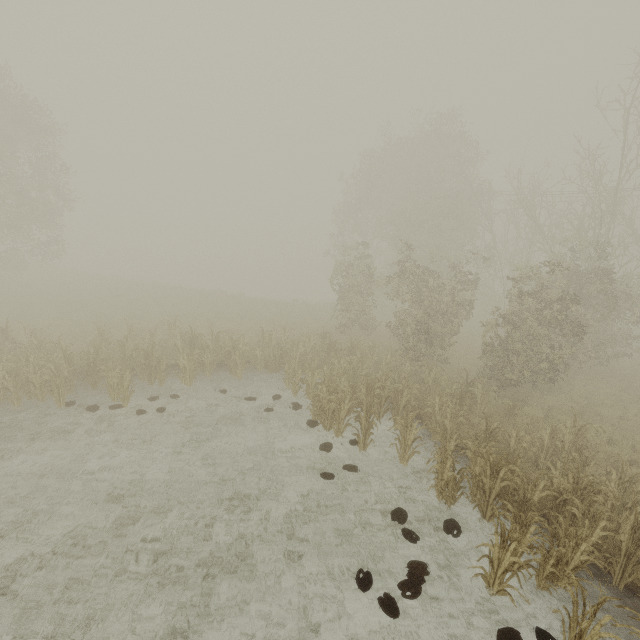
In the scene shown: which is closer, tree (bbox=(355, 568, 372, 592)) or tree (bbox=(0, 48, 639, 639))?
tree (bbox=(355, 568, 372, 592))

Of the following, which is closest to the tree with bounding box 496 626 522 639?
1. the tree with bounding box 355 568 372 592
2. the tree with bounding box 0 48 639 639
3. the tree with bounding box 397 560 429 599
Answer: the tree with bounding box 397 560 429 599

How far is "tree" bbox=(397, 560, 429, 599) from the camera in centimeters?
595cm

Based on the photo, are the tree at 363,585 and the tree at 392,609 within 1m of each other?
yes

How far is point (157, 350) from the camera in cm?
1250

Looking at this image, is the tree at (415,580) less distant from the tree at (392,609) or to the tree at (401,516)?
the tree at (392,609)

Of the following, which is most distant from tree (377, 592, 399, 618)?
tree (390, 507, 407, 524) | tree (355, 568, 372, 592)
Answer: tree (390, 507, 407, 524)

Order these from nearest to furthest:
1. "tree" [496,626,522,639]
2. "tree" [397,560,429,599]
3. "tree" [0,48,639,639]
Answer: "tree" [496,626,522,639] < "tree" [397,560,429,599] < "tree" [0,48,639,639]
